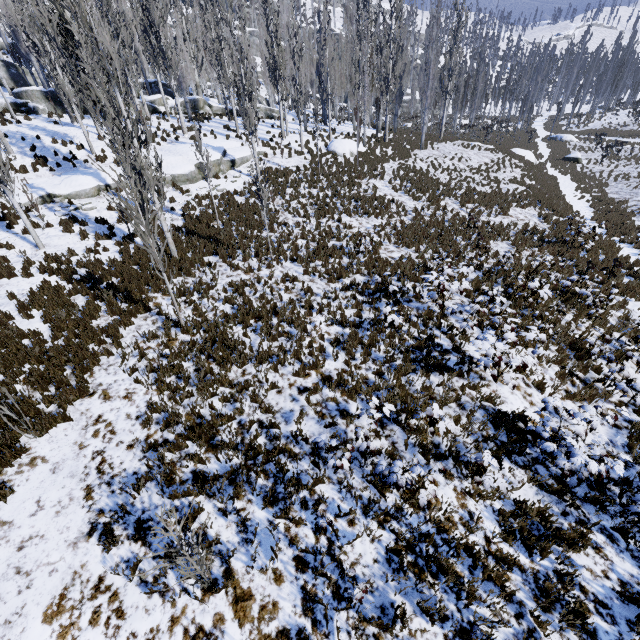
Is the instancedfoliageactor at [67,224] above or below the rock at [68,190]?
below

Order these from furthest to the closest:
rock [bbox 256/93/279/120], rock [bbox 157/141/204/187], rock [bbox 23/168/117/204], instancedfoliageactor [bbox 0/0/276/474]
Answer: rock [bbox 256/93/279/120] < rock [bbox 157/141/204/187] < rock [bbox 23/168/117/204] < instancedfoliageactor [bbox 0/0/276/474]

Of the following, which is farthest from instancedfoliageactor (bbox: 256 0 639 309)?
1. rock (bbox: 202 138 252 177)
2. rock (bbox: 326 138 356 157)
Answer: rock (bbox: 326 138 356 157)

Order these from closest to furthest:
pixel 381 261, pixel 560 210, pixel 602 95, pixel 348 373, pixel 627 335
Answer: pixel 348 373 < pixel 627 335 < pixel 381 261 < pixel 560 210 < pixel 602 95

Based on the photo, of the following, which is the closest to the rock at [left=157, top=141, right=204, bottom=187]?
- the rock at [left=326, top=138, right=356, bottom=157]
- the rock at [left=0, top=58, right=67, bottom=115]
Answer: the rock at [left=326, top=138, right=356, bottom=157]

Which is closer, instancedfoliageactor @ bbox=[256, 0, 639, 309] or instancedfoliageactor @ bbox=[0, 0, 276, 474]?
instancedfoliageactor @ bbox=[0, 0, 276, 474]

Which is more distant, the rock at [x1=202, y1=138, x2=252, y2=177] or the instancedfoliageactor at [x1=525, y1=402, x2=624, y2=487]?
the rock at [x1=202, y1=138, x2=252, y2=177]
